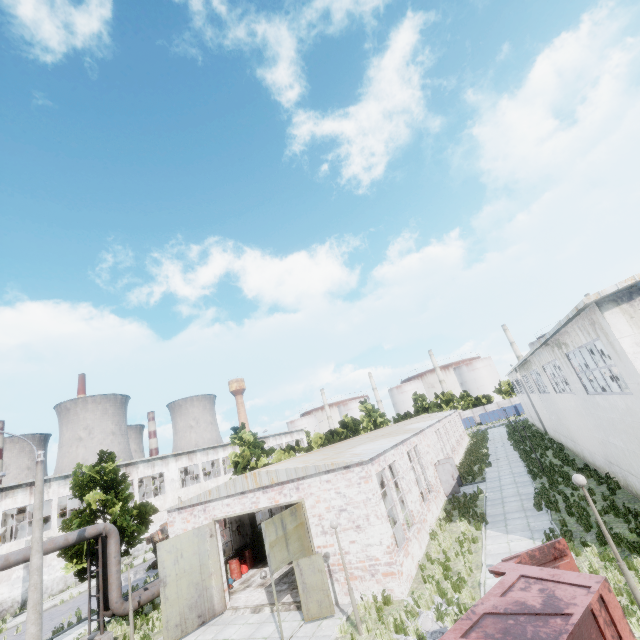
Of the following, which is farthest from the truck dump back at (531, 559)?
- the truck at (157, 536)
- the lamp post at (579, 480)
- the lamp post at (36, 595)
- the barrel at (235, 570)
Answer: the truck at (157, 536)

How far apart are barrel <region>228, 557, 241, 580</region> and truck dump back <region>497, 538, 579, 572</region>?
18.17m

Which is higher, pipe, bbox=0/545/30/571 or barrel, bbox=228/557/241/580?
pipe, bbox=0/545/30/571

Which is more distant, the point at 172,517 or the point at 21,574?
the point at 21,574

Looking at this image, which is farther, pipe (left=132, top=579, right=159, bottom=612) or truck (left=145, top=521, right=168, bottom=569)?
truck (left=145, top=521, right=168, bottom=569)

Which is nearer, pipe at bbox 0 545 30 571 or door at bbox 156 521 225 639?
pipe at bbox 0 545 30 571

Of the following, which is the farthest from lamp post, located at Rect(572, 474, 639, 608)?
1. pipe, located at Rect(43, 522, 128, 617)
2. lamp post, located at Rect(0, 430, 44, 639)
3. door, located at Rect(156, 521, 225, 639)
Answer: pipe, located at Rect(43, 522, 128, 617)

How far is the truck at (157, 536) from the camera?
27.56m
